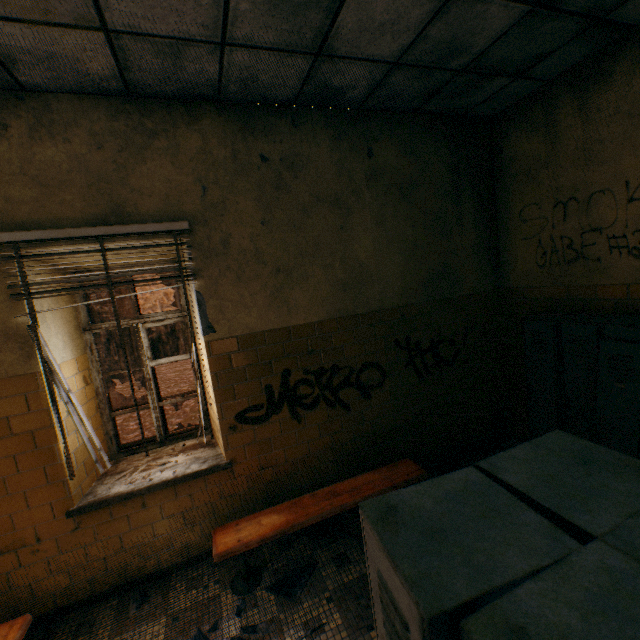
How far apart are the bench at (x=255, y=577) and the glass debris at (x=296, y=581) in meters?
0.4

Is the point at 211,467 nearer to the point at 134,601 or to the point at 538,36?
the point at 134,601

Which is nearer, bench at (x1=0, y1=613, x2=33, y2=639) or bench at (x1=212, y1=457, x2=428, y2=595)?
bench at (x1=0, y1=613, x2=33, y2=639)

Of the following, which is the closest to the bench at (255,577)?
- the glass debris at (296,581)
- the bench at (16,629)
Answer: the glass debris at (296,581)

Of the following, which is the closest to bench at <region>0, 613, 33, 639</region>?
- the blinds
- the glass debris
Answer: the blinds

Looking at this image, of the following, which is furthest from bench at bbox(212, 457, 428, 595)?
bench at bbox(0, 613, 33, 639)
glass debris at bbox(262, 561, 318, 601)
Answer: bench at bbox(0, 613, 33, 639)

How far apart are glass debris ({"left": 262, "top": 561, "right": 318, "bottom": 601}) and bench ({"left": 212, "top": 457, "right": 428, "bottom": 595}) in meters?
0.4 m

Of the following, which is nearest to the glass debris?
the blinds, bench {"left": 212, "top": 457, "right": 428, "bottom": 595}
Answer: bench {"left": 212, "top": 457, "right": 428, "bottom": 595}
